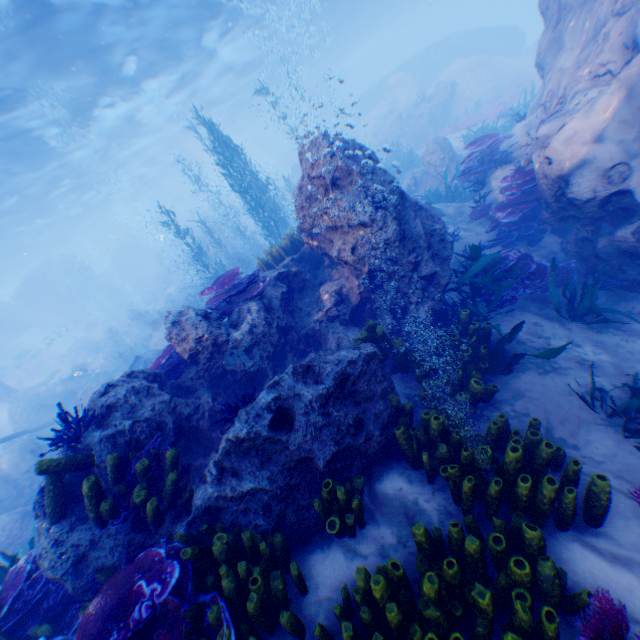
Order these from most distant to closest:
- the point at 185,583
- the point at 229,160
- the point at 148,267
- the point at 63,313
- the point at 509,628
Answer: the point at 148,267 → the point at 63,313 → the point at 229,160 → the point at 185,583 → the point at 509,628

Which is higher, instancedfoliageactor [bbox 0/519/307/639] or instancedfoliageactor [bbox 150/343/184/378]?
instancedfoliageactor [bbox 150/343/184/378]

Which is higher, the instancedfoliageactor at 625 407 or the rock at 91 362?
the rock at 91 362

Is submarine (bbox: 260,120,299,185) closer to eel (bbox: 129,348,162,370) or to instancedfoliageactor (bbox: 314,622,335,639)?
instancedfoliageactor (bbox: 314,622,335,639)

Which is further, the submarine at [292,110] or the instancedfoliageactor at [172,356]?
the submarine at [292,110]

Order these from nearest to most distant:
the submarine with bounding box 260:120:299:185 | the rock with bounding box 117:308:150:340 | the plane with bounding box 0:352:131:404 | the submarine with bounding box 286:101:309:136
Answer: the plane with bounding box 0:352:131:404 < the rock with bounding box 117:308:150:340 < the submarine with bounding box 286:101:309:136 < the submarine with bounding box 260:120:299:185

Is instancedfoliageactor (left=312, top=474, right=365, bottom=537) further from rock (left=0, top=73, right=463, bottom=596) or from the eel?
the eel

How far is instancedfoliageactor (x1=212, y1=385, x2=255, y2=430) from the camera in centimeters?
417cm
